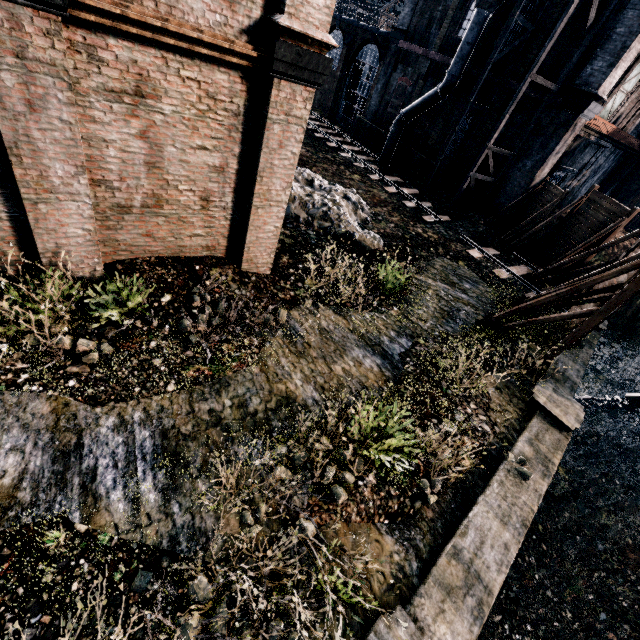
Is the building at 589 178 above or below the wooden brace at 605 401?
above

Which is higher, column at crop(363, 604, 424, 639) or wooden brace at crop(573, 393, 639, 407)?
column at crop(363, 604, 424, 639)

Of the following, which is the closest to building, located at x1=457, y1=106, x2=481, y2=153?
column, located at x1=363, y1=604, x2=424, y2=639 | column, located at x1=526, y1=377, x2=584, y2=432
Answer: column, located at x1=363, y1=604, x2=424, y2=639

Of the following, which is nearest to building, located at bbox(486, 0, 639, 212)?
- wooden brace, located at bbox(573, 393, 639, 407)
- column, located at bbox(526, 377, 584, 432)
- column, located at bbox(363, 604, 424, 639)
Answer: column, located at bbox(363, 604, 424, 639)

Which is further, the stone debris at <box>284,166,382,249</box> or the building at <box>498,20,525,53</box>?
the building at <box>498,20,525,53</box>

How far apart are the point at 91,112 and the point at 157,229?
2.75m

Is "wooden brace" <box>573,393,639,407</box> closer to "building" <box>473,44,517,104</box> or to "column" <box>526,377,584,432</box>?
"column" <box>526,377,584,432</box>
